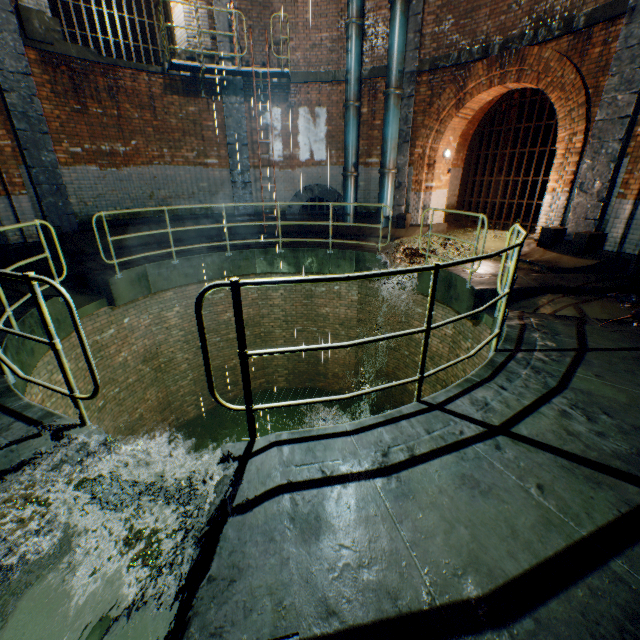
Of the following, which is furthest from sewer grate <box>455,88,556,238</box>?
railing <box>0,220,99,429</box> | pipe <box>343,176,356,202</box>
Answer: railing <box>0,220,99,429</box>

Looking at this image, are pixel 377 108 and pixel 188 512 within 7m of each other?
no

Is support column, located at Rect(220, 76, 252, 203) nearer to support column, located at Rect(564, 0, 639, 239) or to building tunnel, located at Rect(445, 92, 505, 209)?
support column, located at Rect(564, 0, 639, 239)

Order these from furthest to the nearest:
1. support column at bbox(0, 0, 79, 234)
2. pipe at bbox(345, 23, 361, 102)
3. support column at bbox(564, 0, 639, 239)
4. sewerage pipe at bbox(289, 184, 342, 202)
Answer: sewerage pipe at bbox(289, 184, 342, 202), pipe at bbox(345, 23, 361, 102), support column at bbox(0, 0, 79, 234), support column at bbox(564, 0, 639, 239)

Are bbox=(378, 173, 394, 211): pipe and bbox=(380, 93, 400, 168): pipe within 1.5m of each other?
yes

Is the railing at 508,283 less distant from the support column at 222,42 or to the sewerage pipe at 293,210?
the support column at 222,42

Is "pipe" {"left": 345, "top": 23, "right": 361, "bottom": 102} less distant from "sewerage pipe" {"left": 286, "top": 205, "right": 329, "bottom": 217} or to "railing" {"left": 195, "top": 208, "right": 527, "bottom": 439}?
"sewerage pipe" {"left": 286, "top": 205, "right": 329, "bottom": 217}

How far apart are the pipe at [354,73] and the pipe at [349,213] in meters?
2.1 m
